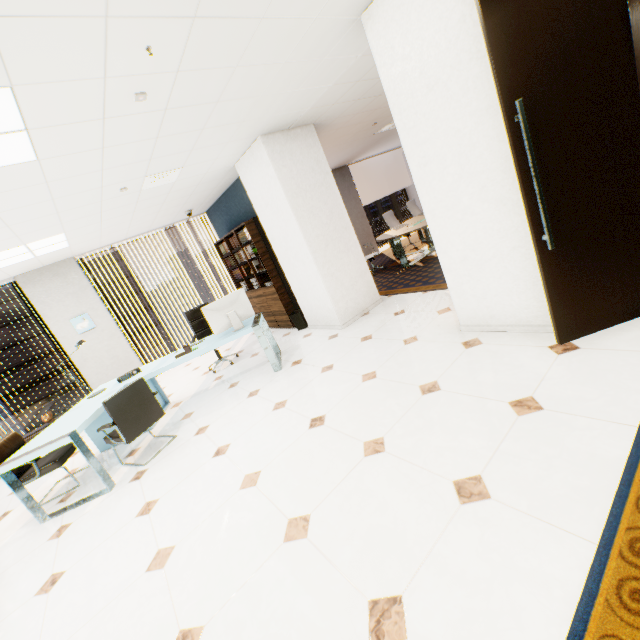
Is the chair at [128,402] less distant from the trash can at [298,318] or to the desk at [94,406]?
the desk at [94,406]

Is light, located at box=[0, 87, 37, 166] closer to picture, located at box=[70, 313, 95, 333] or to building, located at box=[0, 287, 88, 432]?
picture, located at box=[70, 313, 95, 333]

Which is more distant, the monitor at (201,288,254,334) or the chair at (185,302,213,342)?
the chair at (185,302,213,342)

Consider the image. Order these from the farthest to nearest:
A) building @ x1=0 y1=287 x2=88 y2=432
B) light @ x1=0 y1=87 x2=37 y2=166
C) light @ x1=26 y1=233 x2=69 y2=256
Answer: building @ x1=0 y1=287 x2=88 y2=432
light @ x1=26 y1=233 x2=69 y2=256
light @ x1=0 y1=87 x2=37 y2=166

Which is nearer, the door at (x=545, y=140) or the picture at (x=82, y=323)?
the door at (x=545, y=140)

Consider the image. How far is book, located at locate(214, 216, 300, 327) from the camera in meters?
6.0

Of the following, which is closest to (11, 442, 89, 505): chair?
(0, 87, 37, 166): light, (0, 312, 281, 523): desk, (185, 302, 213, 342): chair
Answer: (0, 312, 281, 523): desk

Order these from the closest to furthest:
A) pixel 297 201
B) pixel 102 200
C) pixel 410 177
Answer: pixel 102 200 < pixel 297 201 < pixel 410 177
